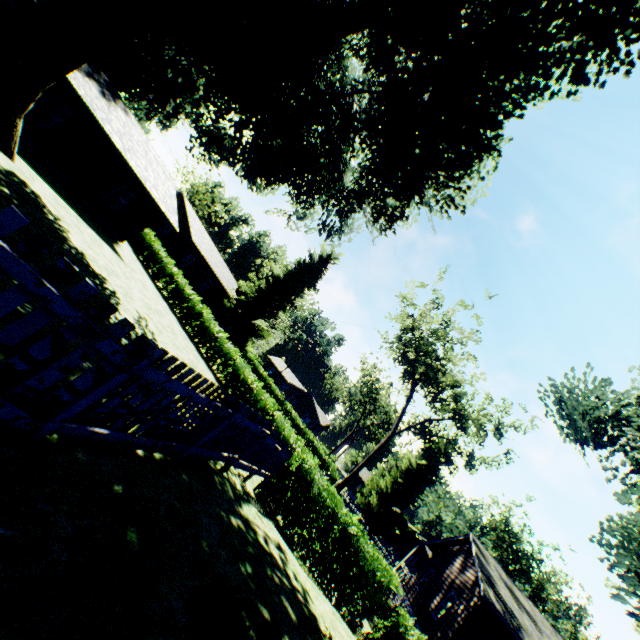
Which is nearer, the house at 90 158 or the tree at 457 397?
the house at 90 158

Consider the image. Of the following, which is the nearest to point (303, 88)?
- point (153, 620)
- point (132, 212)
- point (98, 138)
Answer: point (98, 138)

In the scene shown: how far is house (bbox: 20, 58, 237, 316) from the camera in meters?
16.7 m

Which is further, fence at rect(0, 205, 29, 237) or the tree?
the tree

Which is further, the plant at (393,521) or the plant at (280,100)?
the plant at (393,521)

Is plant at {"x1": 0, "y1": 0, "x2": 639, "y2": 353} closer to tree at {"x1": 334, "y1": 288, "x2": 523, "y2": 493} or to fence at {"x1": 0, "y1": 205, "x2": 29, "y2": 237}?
fence at {"x1": 0, "y1": 205, "x2": 29, "y2": 237}

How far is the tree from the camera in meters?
27.7 m

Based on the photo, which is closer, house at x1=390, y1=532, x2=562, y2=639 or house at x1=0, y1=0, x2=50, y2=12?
house at x1=0, y1=0, x2=50, y2=12
